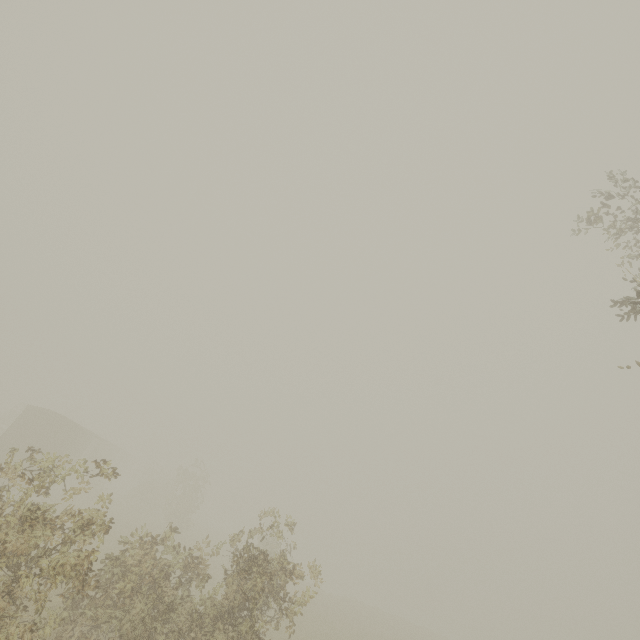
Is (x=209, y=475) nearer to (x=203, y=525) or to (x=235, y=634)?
(x=203, y=525)
